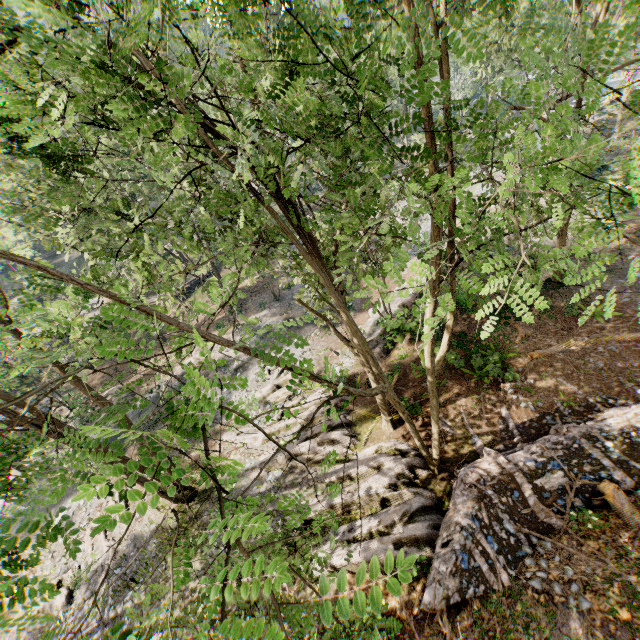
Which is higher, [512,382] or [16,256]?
[16,256]

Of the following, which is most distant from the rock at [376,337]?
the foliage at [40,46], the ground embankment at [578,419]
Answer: the ground embankment at [578,419]

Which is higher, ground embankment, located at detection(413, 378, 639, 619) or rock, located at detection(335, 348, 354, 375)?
ground embankment, located at detection(413, 378, 639, 619)

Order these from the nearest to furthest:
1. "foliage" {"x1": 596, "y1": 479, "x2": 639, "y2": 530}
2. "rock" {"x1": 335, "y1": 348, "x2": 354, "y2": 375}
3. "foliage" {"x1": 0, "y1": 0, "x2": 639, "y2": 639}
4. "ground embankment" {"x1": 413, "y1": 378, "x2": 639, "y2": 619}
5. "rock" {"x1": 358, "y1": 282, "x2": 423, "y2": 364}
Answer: "foliage" {"x1": 0, "y1": 0, "x2": 639, "y2": 639}, "foliage" {"x1": 596, "y1": 479, "x2": 639, "y2": 530}, "ground embankment" {"x1": 413, "y1": 378, "x2": 639, "y2": 619}, "rock" {"x1": 358, "y1": 282, "x2": 423, "y2": 364}, "rock" {"x1": 335, "y1": 348, "x2": 354, "y2": 375}

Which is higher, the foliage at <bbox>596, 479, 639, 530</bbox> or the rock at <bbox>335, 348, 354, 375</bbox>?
the foliage at <bbox>596, 479, 639, 530</bbox>

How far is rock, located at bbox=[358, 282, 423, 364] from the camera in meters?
19.0

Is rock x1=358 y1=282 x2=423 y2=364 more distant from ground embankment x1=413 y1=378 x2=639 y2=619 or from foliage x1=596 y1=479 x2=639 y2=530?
ground embankment x1=413 y1=378 x2=639 y2=619
